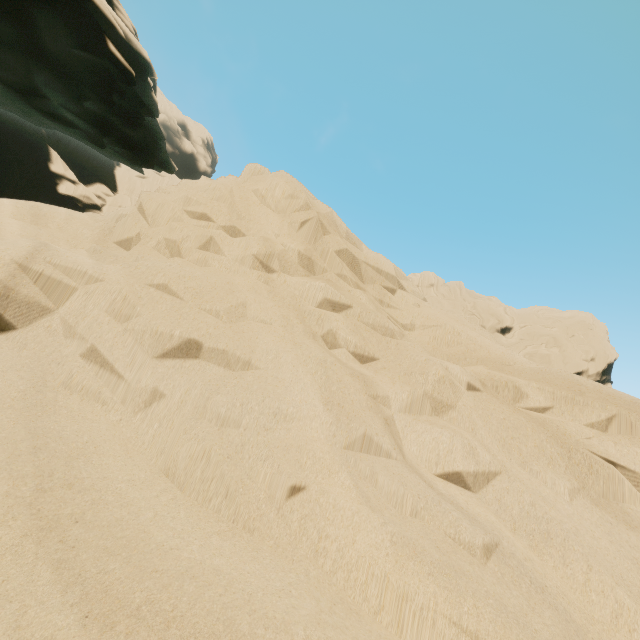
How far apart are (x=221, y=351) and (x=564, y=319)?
58.91m
